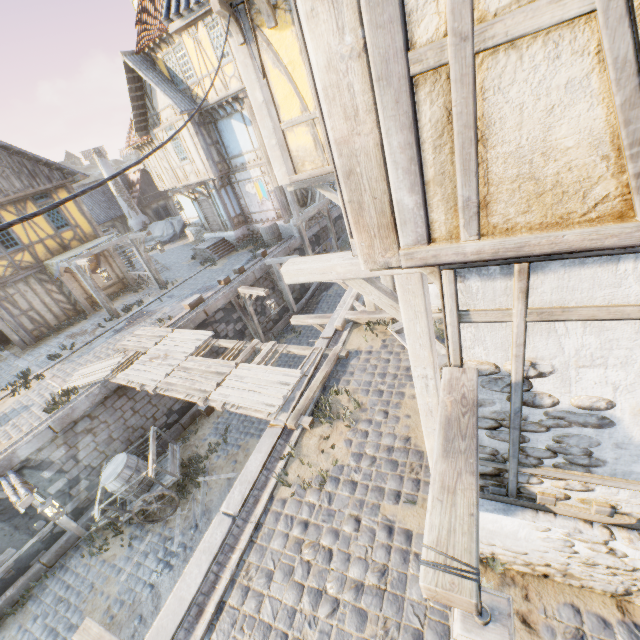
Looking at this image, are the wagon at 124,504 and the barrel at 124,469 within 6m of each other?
yes

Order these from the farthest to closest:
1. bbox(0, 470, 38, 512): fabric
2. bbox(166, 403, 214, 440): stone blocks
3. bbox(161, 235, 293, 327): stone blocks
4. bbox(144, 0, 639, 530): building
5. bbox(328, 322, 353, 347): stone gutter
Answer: bbox(161, 235, 293, 327): stone blocks → bbox(166, 403, 214, 440): stone blocks → bbox(328, 322, 353, 347): stone gutter → bbox(0, 470, 38, 512): fabric → bbox(144, 0, 639, 530): building

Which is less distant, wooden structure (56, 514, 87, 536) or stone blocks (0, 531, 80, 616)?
stone blocks (0, 531, 80, 616)

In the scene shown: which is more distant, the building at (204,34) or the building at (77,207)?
the building at (77,207)

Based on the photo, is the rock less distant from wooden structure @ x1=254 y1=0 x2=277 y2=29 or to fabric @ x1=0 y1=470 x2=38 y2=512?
wooden structure @ x1=254 y1=0 x2=277 y2=29

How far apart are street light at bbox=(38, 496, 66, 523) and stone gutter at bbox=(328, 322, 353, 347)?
7.71m

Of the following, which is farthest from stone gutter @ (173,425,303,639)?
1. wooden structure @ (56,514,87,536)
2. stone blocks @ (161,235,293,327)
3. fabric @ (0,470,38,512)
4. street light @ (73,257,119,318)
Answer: street light @ (73,257,119,318)

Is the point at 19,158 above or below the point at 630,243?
above
